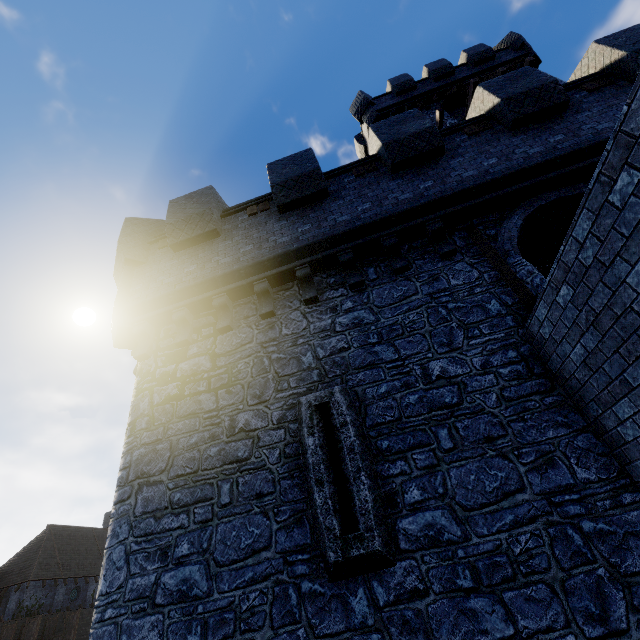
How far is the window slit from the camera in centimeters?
405cm

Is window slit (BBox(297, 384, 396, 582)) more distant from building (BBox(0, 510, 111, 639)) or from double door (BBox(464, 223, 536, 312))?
building (BBox(0, 510, 111, 639))

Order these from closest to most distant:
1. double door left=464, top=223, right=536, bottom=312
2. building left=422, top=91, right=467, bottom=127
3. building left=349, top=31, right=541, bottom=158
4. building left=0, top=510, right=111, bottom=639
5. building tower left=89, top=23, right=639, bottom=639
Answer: building tower left=89, top=23, right=639, bottom=639 < double door left=464, top=223, right=536, bottom=312 < building left=422, top=91, right=467, bottom=127 < building left=349, top=31, right=541, bottom=158 < building left=0, top=510, right=111, bottom=639

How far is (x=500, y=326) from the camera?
5.5 meters

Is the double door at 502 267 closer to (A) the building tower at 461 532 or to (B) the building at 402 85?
(A) the building tower at 461 532

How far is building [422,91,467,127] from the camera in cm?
1803

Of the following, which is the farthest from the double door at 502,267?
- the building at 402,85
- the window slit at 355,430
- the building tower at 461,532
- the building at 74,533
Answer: the building at 74,533
